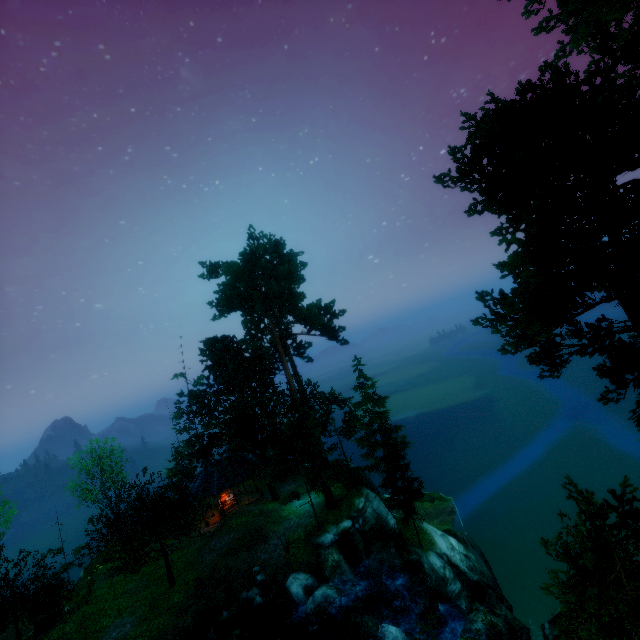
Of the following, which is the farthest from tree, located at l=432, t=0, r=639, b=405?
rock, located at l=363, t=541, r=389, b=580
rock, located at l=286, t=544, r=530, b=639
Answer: rock, located at l=363, t=541, r=389, b=580

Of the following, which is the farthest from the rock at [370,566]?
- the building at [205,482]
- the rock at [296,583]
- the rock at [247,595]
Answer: the building at [205,482]

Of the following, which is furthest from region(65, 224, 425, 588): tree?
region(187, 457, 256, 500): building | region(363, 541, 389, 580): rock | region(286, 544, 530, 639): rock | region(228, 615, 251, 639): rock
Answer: region(228, 615, 251, 639): rock

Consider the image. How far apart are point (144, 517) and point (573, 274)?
28.41m

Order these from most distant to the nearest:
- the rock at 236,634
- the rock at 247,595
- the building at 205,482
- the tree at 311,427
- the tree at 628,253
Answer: the building at 205,482, the tree at 311,427, the rock at 247,595, the rock at 236,634, the tree at 628,253

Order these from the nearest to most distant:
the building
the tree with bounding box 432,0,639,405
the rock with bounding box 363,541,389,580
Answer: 1. the tree with bounding box 432,0,639,405
2. the rock with bounding box 363,541,389,580
3. the building

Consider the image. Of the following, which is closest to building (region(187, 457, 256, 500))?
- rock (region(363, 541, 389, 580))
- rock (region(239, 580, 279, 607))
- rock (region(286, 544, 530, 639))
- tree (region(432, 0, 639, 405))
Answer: tree (region(432, 0, 639, 405))
